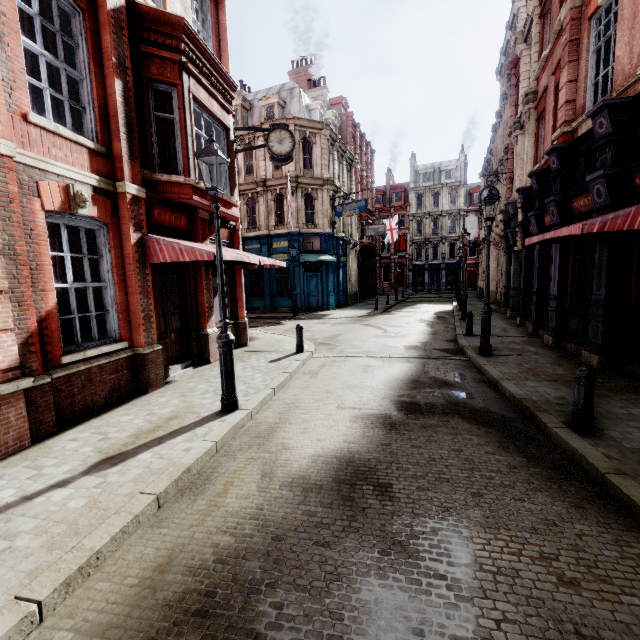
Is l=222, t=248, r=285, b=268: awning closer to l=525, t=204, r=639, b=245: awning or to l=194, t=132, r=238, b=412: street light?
l=194, t=132, r=238, b=412: street light

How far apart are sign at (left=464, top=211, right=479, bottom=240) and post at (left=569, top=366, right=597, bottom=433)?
29.9 meters

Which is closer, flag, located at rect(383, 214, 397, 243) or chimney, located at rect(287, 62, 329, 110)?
chimney, located at rect(287, 62, 329, 110)

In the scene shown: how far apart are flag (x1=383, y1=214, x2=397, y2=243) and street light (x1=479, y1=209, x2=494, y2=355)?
28.45m

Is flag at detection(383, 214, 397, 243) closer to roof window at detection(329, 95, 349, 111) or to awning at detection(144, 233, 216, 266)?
roof window at detection(329, 95, 349, 111)

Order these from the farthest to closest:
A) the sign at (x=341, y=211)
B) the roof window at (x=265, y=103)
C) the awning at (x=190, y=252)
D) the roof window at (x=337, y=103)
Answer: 1. the roof window at (x=337, y=103)
2. the roof window at (x=265, y=103)
3. the sign at (x=341, y=211)
4. the awning at (x=190, y=252)

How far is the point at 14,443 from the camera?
4.62m

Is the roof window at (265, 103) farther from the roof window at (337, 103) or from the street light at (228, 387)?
the street light at (228, 387)
